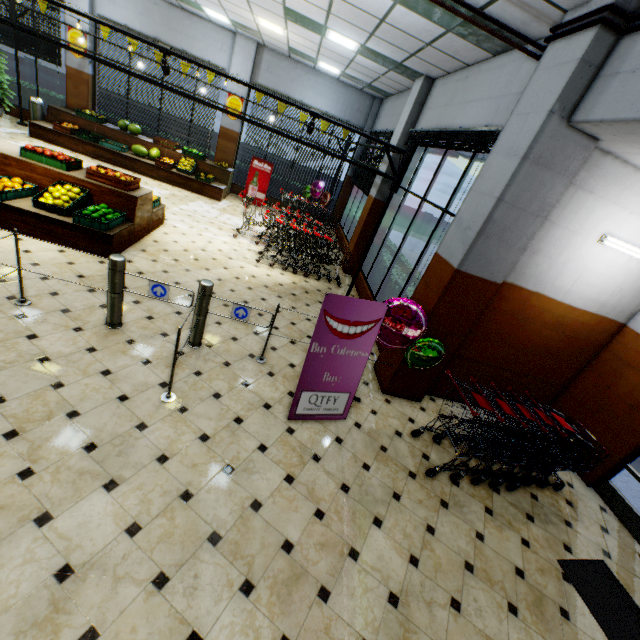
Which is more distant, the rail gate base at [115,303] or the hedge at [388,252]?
the hedge at [388,252]

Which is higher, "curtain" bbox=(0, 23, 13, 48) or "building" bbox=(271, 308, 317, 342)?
"curtain" bbox=(0, 23, 13, 48)

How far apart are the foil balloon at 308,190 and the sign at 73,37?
8.1m

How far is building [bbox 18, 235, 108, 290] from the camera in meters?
4.8 m

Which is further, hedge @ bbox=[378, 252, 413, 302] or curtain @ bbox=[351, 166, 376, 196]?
curtain @ bbox=[351, 166, 376, 196]

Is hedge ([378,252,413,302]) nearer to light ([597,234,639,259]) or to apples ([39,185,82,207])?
light ([597,234,639,259])

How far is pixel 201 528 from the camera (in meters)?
2.67
